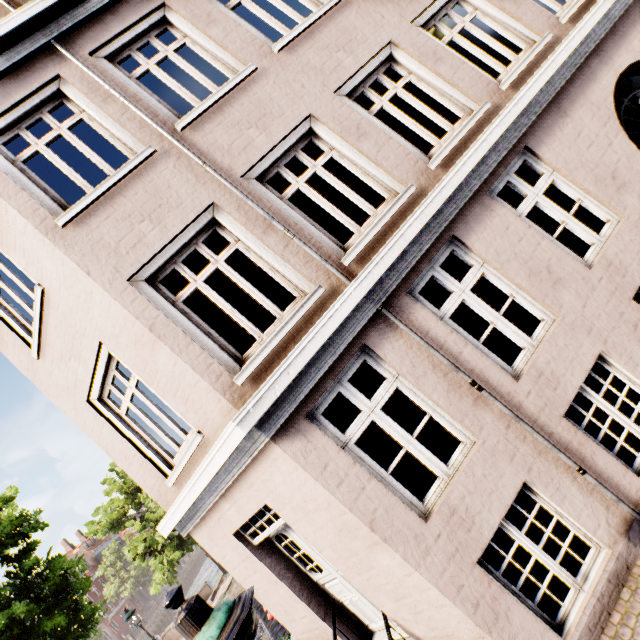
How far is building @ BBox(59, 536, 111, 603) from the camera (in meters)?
50.16

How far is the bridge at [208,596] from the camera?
19.3m

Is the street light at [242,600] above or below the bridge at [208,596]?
above

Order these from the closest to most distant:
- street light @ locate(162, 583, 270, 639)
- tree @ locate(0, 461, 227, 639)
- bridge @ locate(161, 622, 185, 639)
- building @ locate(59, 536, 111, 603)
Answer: street light @ locate(162, 583, 270, 639)
tree @ locate(0, 461, 227, 639)
bridge @ locate(161, 622, 185, 639)
building @ locate(59, 536, 111, 603)

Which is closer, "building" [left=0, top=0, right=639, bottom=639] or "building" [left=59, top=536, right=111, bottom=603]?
"building" [left=0, top=0, right=639, bottom=639]

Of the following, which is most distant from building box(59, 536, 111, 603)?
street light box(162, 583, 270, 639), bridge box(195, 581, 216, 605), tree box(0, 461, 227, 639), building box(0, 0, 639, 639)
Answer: street light box(162, 583, 270, 639)

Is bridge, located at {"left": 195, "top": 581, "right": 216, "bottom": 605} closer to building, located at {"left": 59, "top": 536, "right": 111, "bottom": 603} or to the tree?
the tree

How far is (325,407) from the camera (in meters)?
3.81
